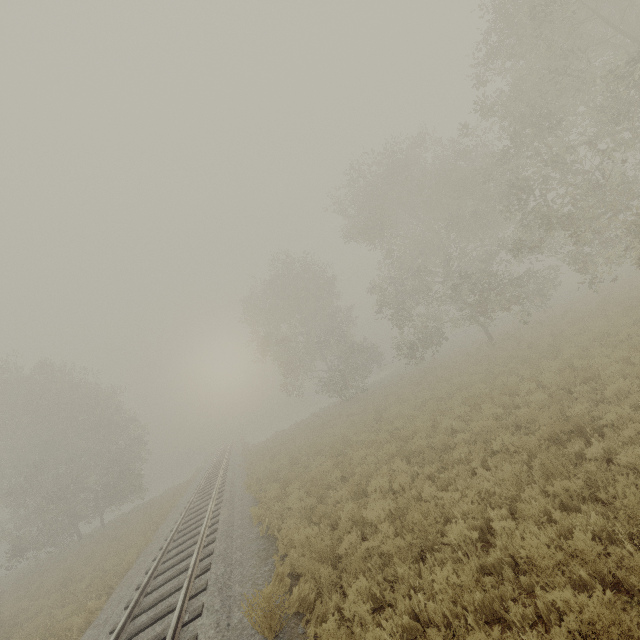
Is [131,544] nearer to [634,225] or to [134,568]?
[134,568]

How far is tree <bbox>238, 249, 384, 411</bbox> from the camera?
30.56m

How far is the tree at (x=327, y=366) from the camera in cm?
3056
